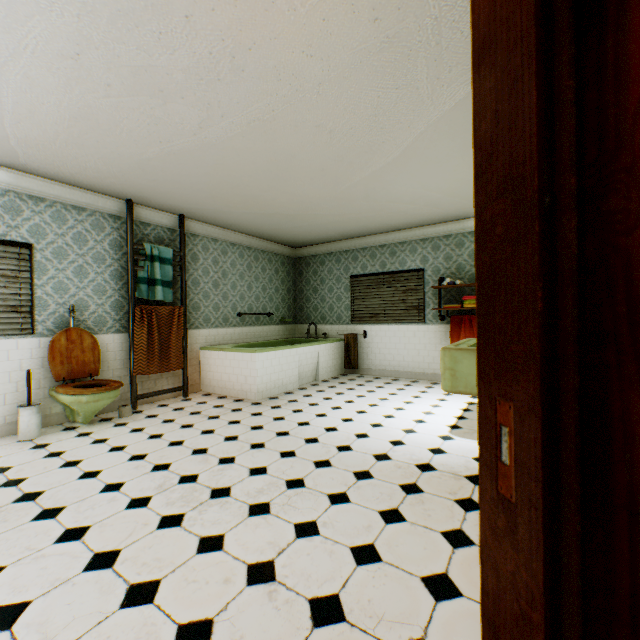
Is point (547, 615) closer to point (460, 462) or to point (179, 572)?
point (179, 572)

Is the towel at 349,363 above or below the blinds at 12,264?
below

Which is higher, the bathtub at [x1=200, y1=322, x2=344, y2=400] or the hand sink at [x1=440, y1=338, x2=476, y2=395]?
the hand sink at [x1=440, y1=338, x2=476, y2=395]

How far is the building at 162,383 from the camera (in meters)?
5.17

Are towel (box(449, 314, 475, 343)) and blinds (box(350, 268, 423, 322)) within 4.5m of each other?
yes

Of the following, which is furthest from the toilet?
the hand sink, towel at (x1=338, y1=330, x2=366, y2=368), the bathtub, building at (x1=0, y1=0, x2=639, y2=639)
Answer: towel at (x1=338, y1=330, x2=366, y2=368)

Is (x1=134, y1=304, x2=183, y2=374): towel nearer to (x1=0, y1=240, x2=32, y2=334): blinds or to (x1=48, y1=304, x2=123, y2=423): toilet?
(x1=48, y1=304, x2=123, y2=423): toilet

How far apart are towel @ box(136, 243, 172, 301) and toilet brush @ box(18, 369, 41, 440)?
1.6 meters
